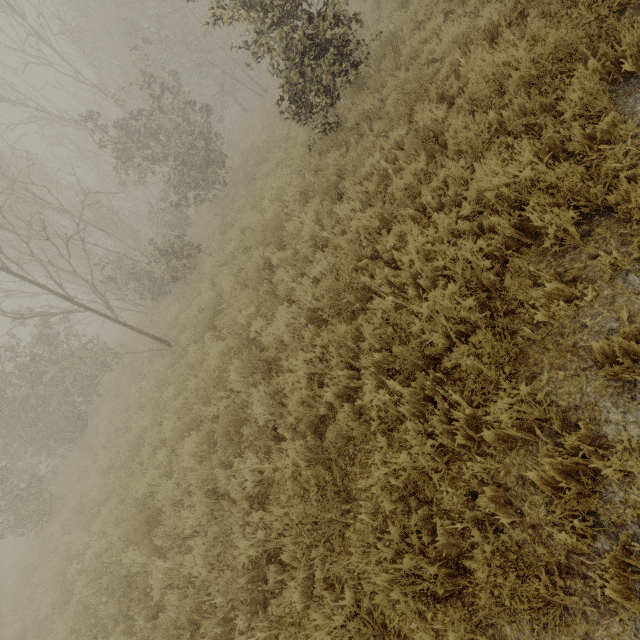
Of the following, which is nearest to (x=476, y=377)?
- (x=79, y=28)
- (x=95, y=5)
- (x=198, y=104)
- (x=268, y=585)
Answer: (x=268, y=585)
